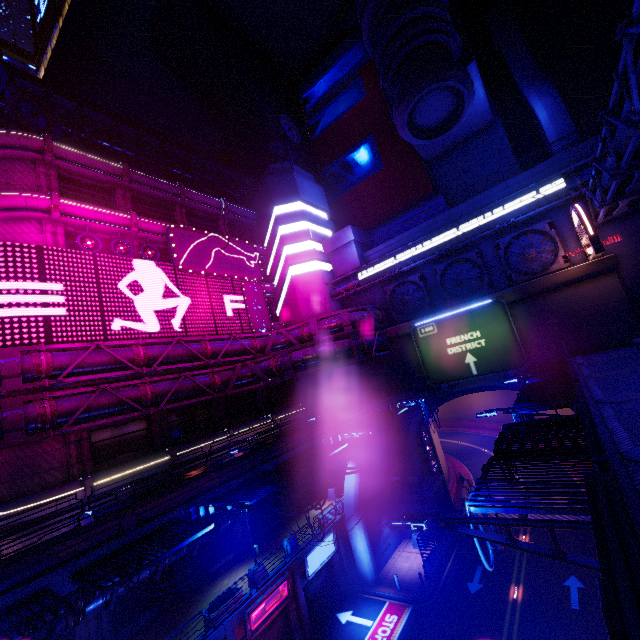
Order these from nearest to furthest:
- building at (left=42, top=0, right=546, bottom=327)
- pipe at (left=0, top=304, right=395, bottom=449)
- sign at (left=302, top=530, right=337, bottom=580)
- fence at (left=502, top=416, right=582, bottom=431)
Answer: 1. fence at (left=502, top=416, right=582, bottom=431)
2. pipe at (left=0, top=304, right=395, bottom=449)
3. sign at (left=302, top=530, right=337, bottom=580)
4. building at (left=42, top=0, right=546, bottom=327)

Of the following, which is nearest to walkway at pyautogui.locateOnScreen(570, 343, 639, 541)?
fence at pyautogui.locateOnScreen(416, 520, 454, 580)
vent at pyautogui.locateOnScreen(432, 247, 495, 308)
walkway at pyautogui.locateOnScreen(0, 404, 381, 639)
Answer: vent at pyautogui.locateOnScreen(432, 247, 495, 308)

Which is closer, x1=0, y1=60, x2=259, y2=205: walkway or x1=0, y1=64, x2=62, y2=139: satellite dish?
x1=0, y1=64, x2=62, y2=139: satellite dish

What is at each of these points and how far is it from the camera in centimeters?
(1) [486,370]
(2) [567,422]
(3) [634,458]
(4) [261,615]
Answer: (1) sign, 2492cm
(2) fence, 977cm
(3) walkway, 591cm
(4) sign, 1848cm

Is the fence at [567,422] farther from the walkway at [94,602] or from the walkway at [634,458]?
the walkway at [94,602]

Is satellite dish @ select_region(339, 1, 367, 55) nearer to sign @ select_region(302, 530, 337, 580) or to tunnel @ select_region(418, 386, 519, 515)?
tunnel @ select_region(418, 386, 519, 515)

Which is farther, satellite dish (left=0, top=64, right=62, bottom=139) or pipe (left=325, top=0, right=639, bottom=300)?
satellite dish (left=0, top=64, right=62, bottom=139)

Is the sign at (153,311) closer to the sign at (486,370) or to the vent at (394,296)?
the vent at (394,296)
